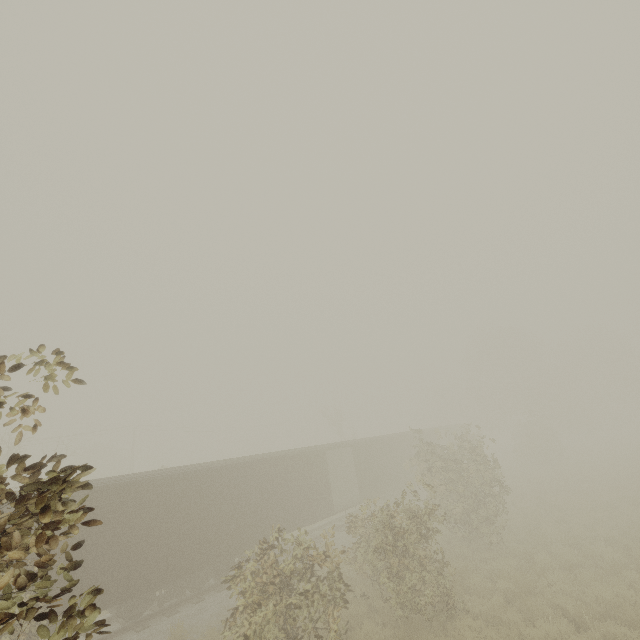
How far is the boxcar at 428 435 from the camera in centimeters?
3113cm

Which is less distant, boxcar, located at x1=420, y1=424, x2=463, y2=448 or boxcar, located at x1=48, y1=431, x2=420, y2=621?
boxcar, located at x1=48, y1=431, x2=420, y2=621

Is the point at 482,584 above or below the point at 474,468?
below

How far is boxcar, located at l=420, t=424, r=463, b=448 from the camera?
31.1 meters
